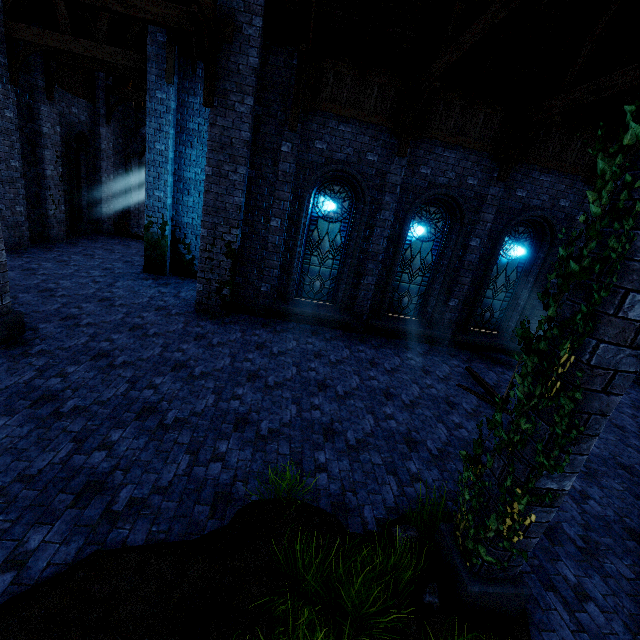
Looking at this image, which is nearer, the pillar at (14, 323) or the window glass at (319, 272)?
the pillar at (14, 323)

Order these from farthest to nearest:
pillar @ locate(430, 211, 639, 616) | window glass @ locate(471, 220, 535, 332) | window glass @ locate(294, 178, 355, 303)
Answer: window glass @ locate(471, 220, 535, 332)
window glass @ locate(294, 178, 355, 303)
pillar @ locate(430, 211, 639, 616)

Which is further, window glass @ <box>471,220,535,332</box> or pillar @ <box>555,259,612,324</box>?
window glass @ <box>471,220,535,332</box>

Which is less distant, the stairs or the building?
the building

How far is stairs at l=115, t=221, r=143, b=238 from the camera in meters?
16.9 m

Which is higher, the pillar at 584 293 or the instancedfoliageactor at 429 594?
the pillar at 584 293

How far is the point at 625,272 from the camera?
2.23m

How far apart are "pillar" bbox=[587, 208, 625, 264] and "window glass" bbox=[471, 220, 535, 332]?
8.28m
